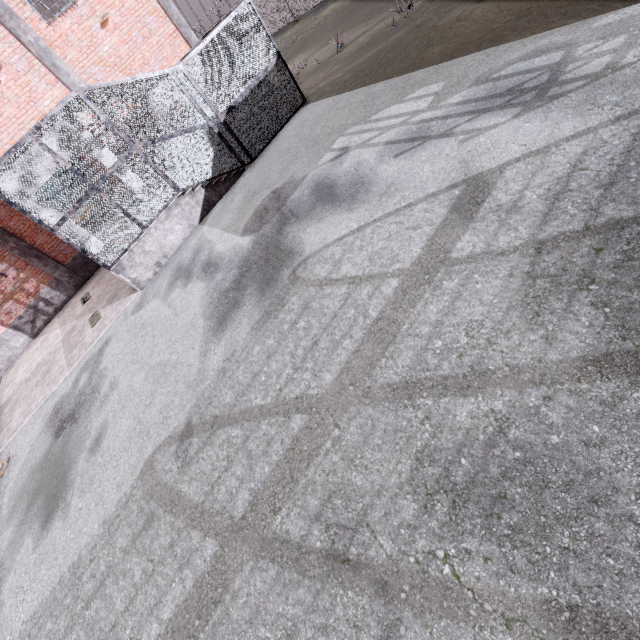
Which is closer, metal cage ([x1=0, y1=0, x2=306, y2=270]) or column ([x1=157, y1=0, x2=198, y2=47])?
metal cage ([x1=0, y1=0, x2=306, y2=270])

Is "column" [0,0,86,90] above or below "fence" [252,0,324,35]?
above

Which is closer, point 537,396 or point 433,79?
point 537,396

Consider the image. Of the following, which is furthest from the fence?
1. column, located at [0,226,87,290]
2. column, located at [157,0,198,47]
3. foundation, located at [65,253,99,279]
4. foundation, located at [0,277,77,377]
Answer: column, located at [157,0,198,47]

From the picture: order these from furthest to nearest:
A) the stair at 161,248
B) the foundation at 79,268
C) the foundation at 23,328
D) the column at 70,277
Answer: the foundation at 79,268 < the foundation at 23,328 < the column at 70,277 < the stair at 161,248

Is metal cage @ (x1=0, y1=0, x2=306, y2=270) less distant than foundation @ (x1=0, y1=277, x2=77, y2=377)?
Yes

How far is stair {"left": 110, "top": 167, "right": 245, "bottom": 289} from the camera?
9.3m

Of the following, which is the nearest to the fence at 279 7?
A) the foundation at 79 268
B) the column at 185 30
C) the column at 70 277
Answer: the column at 70 277
